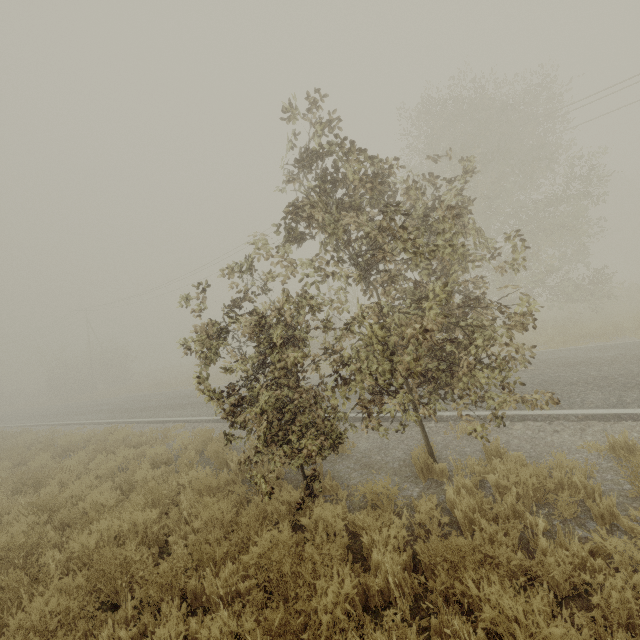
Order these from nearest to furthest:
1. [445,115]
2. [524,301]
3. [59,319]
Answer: [524,301] → [445,115] → [59,319]
